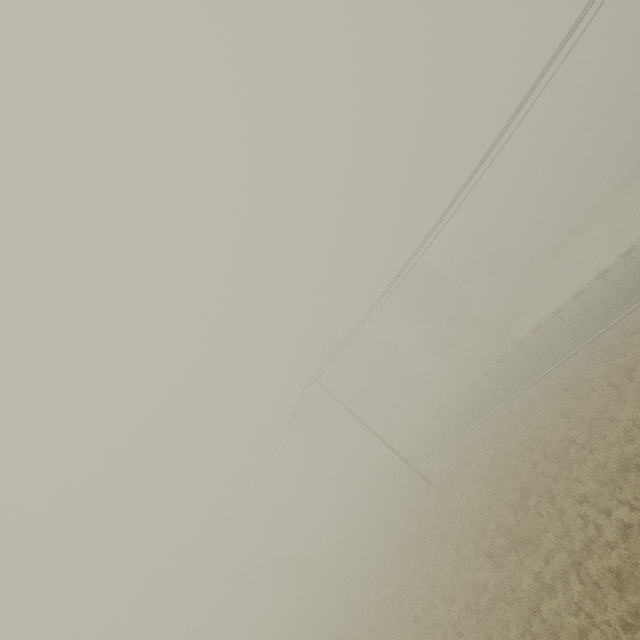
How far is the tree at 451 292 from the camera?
46.1 meters

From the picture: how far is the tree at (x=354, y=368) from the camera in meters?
48.3

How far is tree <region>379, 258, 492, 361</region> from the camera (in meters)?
46.09

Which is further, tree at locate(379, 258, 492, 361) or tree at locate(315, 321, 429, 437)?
tree at locate(315, 321, 429, 437)

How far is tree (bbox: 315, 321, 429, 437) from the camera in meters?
48.3

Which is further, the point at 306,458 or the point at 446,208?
the point at 306,458
